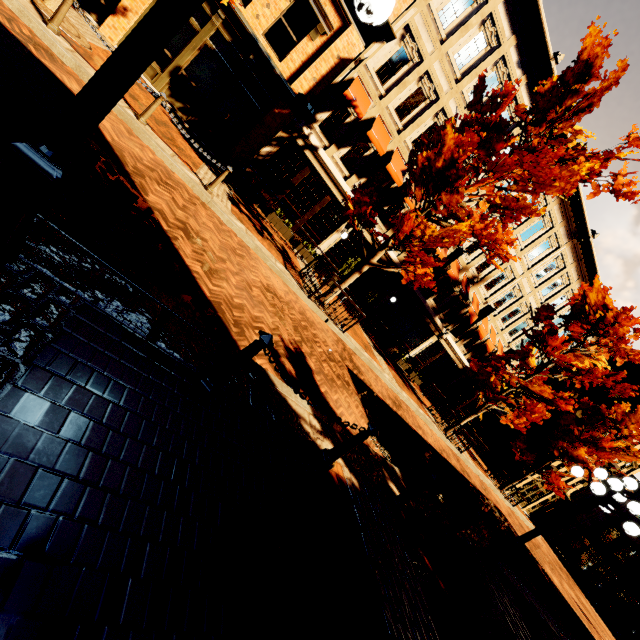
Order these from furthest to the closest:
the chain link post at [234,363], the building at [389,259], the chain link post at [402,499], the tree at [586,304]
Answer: the building at [389,259] → the tree at [586,304] → the chain link post at [402,499] → the chain link post at [234,363]

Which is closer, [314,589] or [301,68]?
[314,589]

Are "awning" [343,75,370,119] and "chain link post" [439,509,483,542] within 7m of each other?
no

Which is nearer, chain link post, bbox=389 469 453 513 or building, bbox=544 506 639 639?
chain link post, bbox=389 469 453 513

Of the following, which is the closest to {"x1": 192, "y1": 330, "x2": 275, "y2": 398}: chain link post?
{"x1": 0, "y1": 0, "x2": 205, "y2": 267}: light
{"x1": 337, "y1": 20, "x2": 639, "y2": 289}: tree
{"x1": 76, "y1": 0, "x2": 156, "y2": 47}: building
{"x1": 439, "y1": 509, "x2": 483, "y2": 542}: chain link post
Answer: {"x1": 0, "y1": 0, "x2": 205, "y2": 267}: light

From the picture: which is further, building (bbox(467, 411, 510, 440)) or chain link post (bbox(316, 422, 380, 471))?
building (bbox(467, 411, 510, 440))

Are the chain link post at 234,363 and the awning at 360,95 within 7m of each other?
no

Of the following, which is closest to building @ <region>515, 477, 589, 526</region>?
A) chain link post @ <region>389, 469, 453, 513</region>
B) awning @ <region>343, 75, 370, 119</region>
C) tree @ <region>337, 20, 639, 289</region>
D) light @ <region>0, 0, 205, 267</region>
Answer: awning @ <region>343, 75, 370, 119</region>
